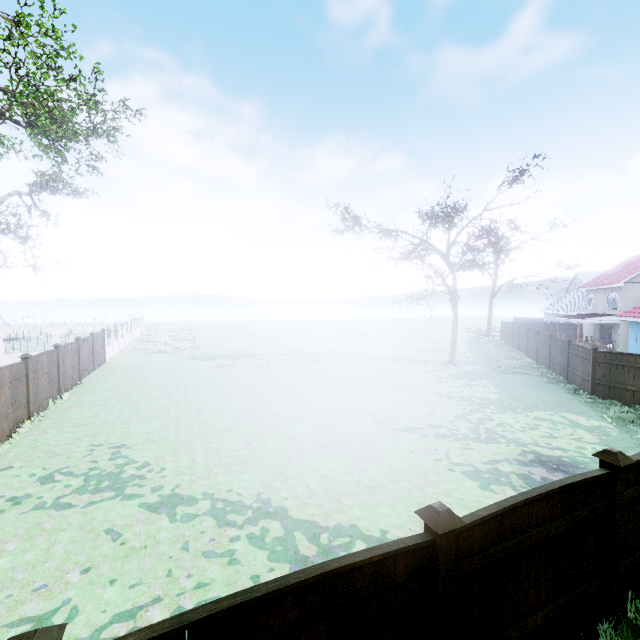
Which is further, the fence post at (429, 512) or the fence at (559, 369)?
the fence at (559, 369)

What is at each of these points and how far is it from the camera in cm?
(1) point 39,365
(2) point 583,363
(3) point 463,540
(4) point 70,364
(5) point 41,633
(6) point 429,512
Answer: (1) fence, 1306
(2) fence, 1638
(3) fence, 318
(4) fence, 1678
(5) fence post, 189
(6) fence post, 304

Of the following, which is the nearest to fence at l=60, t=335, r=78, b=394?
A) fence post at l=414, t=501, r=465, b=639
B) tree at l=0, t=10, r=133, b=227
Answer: fence post at l=414, t=501, r=465, b=639

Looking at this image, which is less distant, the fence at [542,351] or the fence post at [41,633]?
the fence post at [41,633]

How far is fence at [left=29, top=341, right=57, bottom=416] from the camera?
12.6m

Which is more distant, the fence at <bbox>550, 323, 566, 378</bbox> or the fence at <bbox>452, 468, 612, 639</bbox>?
the fence at <bbox>550, 323, 566, 378</bbox>

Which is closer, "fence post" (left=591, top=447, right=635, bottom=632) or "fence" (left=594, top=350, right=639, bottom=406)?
"fence post" (left=591, top=447, right=635, bottom=632)
